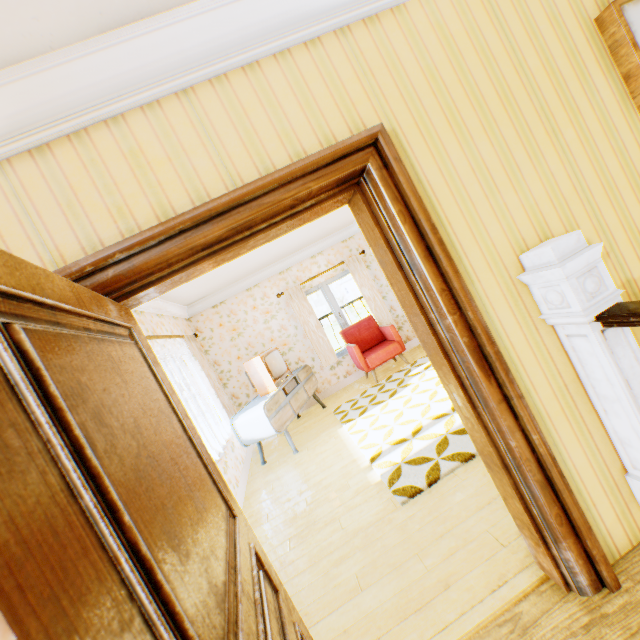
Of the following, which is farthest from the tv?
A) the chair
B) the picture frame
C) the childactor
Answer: the picture frame

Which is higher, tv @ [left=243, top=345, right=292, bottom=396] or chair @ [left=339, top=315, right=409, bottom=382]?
tv @ [left=243, top=345, right=292, bottom=396]

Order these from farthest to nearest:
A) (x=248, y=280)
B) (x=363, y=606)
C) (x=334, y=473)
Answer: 1. (x=248, y=280)
2. (x=334, y=473)
3. (x=363, y=606)

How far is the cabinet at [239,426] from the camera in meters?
4.9 m

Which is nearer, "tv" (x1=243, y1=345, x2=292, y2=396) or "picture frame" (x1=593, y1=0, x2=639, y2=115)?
"picture frame" (x1=593, y1=0, x2=639, y2=115)

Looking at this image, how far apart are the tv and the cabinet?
0.1m

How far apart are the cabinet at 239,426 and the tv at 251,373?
0.07m

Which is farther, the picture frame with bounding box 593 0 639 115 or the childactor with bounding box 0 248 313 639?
the picture frame with bounding box 593 0 639 115
